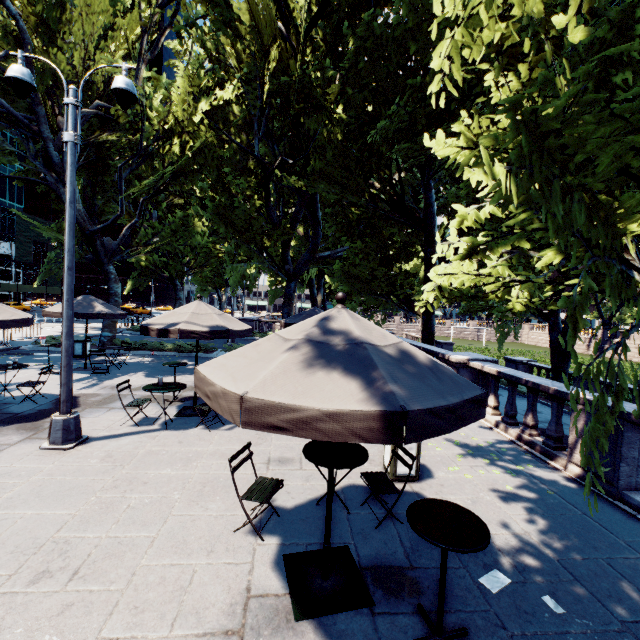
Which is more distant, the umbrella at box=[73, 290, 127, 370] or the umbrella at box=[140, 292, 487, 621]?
the umbrella at box=[73, 290, 127, 370]

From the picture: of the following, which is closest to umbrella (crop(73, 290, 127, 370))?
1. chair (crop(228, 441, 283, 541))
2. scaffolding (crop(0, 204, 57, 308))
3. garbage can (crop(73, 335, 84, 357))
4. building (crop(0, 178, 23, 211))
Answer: garbage can (crop(73, 335, 84, 357))

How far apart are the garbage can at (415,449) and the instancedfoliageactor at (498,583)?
1.90m

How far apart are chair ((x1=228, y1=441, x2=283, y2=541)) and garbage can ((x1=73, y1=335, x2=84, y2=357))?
14.5m

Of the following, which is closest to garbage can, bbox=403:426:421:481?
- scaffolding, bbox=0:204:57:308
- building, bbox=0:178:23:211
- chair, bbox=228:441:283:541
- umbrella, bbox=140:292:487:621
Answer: umbrella, bbox=140:292:487:621

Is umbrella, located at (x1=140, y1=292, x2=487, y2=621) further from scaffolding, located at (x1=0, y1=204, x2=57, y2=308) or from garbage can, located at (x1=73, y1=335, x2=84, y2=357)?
scaffolding, located at (x1=0, y1=204, x2=57, y2=308)

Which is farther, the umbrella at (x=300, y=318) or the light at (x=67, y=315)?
the light at (x=67, y=315)

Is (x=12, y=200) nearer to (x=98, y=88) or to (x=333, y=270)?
(x=98, y=88)
